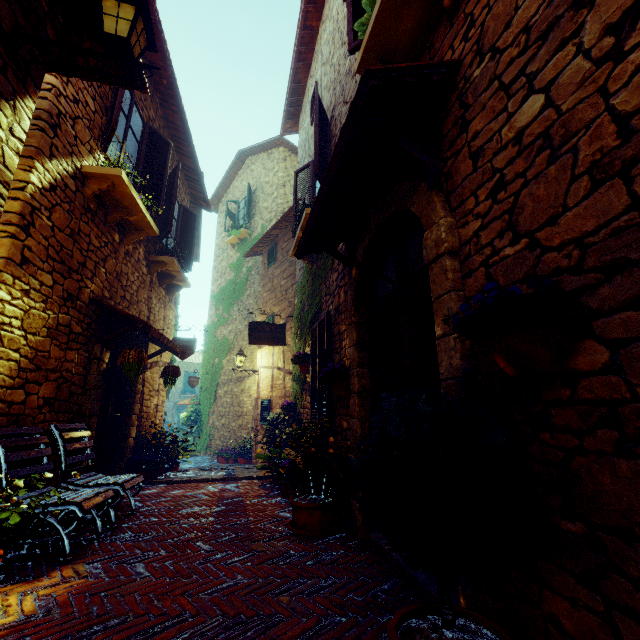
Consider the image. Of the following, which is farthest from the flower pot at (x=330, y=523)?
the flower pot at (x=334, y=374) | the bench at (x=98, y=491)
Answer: the bench at (x=98, y=491)

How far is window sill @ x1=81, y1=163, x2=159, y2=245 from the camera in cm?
413

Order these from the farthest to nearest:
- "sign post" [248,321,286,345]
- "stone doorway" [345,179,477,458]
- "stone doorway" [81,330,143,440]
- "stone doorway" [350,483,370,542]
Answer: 1. "sign post" [248,321,286,345]
2. "stone doorway" [81,330,143,440]
3. "stone doorway" [350,483,370,542]
4. "stone doorway" [345,179,477,458]

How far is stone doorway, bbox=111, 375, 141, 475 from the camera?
5.5m

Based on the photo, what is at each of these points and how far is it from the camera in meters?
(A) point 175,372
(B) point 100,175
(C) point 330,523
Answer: (A) flower pot, 6.3 m
(B) window sill, 4.1 m
(C) flower pot, 3.4 m

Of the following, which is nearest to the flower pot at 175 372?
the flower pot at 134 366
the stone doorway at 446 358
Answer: the flower pot at 134 366

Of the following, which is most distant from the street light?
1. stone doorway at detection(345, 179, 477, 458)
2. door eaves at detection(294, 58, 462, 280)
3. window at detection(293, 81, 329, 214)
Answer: window at detection(293, 81, 329, 214)

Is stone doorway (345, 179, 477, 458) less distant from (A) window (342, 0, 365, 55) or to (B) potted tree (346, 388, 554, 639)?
(B) potted tree (346, 388, 554, 639)
